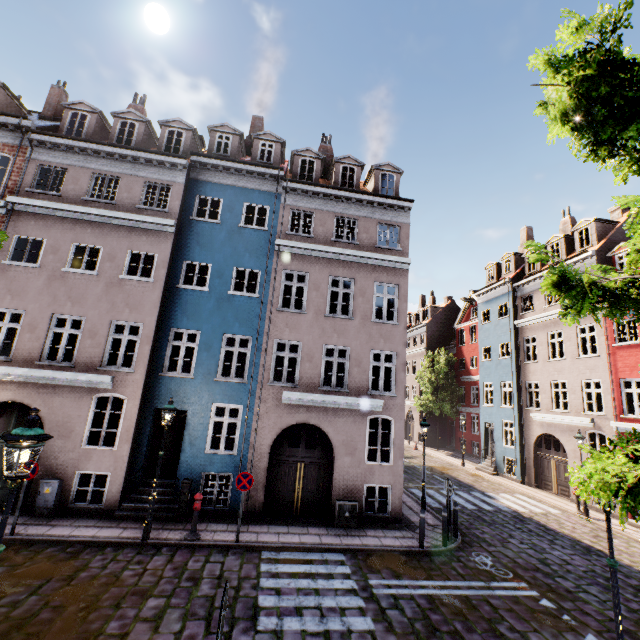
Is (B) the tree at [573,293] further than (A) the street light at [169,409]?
No

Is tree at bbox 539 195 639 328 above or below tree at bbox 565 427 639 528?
above

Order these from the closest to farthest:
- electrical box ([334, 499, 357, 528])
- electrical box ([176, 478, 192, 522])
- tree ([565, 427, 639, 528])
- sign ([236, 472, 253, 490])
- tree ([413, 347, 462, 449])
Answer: tree ([565, 427, 639, 528]) → sign ([236, 472, 253, 490]) → electrical box ([176, 478, 192, 522]) → electrical box ([334, 499, 357, 528]) → tree ([413, 347, 462, 449])

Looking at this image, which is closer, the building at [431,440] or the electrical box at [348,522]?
the electrical box at [348,522]

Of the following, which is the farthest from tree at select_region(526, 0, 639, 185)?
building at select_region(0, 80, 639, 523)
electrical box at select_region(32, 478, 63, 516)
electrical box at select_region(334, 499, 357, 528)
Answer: electrical box at select_region(334, 499, 357, 528)

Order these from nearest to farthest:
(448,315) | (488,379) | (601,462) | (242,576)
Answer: (601,462), (242,576), (488,379), (448,315)

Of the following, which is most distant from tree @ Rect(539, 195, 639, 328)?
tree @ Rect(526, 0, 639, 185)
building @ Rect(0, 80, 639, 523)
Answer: building @ Rect(0, 80, 639, 523)

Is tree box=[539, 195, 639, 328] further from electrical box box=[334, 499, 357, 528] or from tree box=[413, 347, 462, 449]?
electrical box box=[334, 499, 357, 528]
